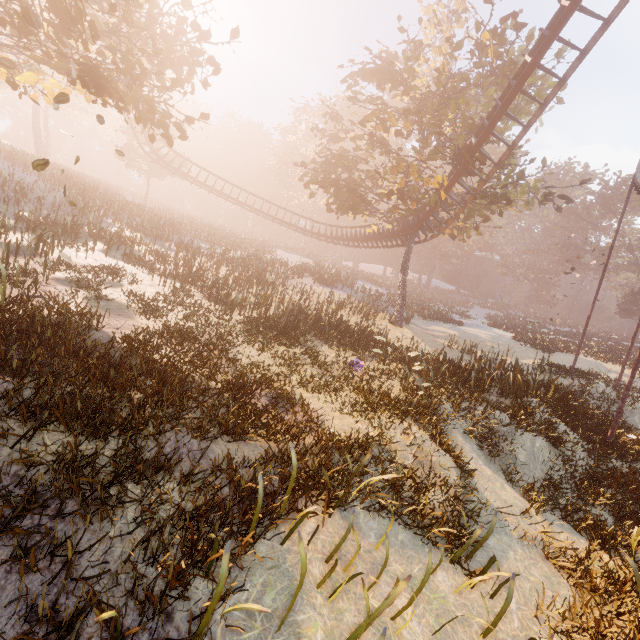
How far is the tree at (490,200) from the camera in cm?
1716

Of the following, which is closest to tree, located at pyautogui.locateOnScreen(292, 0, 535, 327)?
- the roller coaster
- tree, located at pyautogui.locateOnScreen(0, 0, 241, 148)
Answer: the roller coaster

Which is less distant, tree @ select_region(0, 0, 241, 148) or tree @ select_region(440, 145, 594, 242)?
tree @ select_region(0, 0, 241, 148)

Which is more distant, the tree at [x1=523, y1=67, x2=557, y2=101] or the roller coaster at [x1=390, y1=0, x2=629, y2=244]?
the tree at [x1=523, y1=67, x2=557, y2=101]

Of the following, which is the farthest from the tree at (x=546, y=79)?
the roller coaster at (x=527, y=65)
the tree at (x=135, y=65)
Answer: the tree at (x=135, y=65)

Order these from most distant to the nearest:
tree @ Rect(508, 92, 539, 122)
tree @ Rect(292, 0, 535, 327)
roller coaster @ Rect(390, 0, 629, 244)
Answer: tree @ Rect(508, 92, 539, 122)
tree @ Rect(292, 0, 535, 327)
roller coaster @ Rect(390, 0, 629, 244)

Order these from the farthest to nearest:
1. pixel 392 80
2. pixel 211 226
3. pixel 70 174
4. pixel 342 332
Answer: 1. pixel 211 226
2. pixel 70 174
3. pixel 392 80
4. pixel 342 332

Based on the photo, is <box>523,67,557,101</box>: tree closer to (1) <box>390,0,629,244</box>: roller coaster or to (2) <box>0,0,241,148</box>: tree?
(1) <box>390,0,629,244</box>: roller coaster
